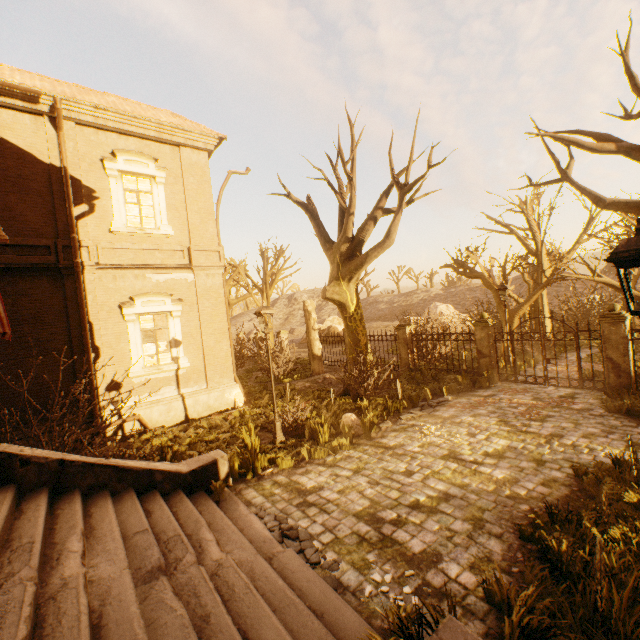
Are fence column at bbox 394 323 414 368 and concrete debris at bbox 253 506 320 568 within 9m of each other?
no

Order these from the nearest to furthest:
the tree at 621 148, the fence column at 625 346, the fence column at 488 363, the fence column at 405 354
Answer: the tree at 621 148, the fence column at 625 346, the fence column at 488 363, the fence column at 405 354

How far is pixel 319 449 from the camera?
8.0 meters

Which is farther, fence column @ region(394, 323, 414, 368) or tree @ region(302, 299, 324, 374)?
tree @ region(302, 299, 324, 374)

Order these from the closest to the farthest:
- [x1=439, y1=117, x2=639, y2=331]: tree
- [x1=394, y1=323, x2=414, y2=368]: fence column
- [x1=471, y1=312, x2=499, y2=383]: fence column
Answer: [x1=439, y1=117, x2=639, y2=331]: tree, [x1=471, y1=312, x2=499, y2=383]: fence column, [x1=394, y1=323, x2=414, y2=368]: fence column

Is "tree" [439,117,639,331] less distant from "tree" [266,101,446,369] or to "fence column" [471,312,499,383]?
"fence column" [471,312,499,383]

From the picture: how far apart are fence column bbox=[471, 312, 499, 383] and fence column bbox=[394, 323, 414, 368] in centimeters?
331cm

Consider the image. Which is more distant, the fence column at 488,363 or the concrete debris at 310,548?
the fence column at 488,363
